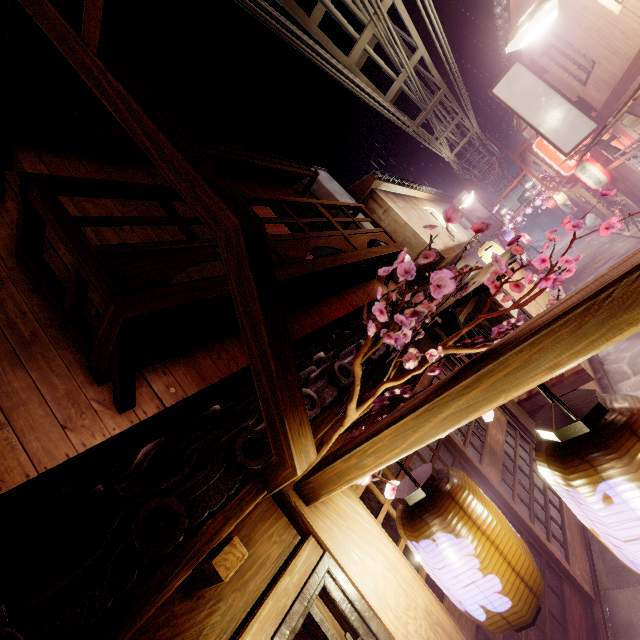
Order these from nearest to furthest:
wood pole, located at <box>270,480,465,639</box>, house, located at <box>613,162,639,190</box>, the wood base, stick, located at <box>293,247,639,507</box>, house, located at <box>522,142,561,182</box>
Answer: stick, located at <box>293,247,639,507</box>
wood pole, located at <box>270,480,465,639</box>
the wood base
house, located at <box>613,162,639,190</box>
house, located at <box>522,142,561,182</box>

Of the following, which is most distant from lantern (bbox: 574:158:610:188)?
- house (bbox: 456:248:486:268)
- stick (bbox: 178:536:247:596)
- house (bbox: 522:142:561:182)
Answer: stick (bbox: 178:536:247:596)

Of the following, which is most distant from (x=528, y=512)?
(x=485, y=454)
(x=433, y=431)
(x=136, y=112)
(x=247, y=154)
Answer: (x=247, y=154)

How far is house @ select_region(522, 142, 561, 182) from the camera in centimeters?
4172cm

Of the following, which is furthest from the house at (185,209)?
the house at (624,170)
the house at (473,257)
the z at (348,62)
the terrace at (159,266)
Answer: the house at (624,170)

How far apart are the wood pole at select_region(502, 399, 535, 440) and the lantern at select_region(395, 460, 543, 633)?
6.5 meters

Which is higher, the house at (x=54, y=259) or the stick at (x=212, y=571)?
the house at (x=54, y=259)

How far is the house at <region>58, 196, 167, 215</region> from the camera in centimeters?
726cm
